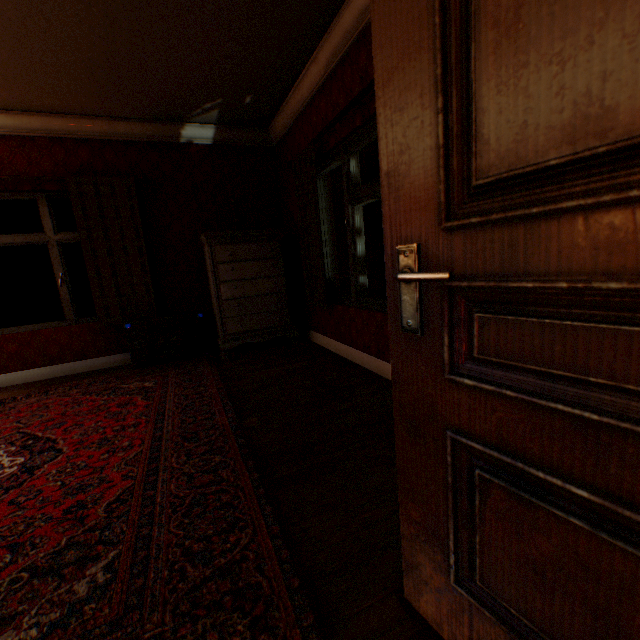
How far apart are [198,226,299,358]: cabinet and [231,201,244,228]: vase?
0.29m

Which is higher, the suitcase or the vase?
the vase

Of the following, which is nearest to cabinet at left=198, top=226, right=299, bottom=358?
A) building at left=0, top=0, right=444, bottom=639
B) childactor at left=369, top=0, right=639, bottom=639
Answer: building at left=0, top=0, right=444, bottom=639

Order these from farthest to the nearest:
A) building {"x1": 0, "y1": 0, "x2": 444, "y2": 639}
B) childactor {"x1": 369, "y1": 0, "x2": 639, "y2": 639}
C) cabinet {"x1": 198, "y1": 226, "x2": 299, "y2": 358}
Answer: cabinet {"x1": 198, "y1": 226, "x2": 299, "y2": 358} < building {"x1": 0, "y1": 0, "x2": 444, "y2": 639} < childactor {"x1": 369, "y1": 0, "x2": 639, "y2": 639}

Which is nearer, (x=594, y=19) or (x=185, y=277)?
(x=594, y=19)

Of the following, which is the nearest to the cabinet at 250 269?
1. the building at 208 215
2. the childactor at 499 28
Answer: the building at 208 215

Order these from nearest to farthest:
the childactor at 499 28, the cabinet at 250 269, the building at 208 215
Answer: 1. the childactor at 499 28
2. the building at 208 215
3. the cabinet at 250 269

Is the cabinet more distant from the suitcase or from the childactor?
the childactor
